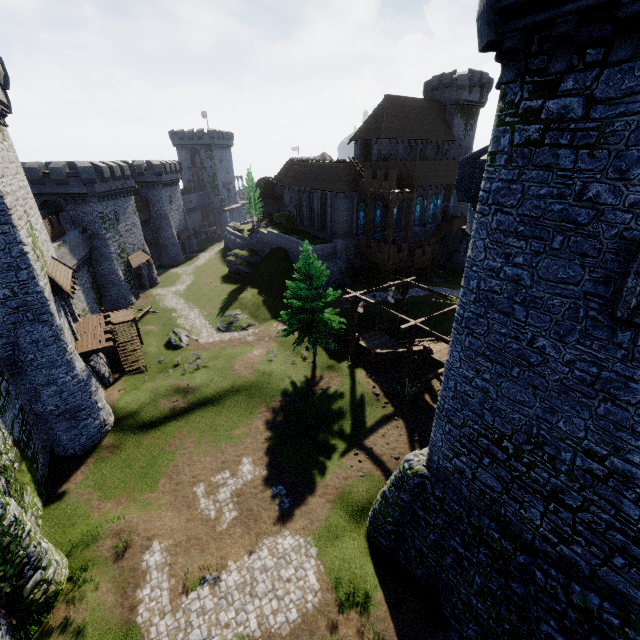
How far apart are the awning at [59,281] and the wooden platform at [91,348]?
3.1m

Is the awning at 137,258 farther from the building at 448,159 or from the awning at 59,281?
the building at 448,159

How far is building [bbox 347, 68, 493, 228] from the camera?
44.1 meters

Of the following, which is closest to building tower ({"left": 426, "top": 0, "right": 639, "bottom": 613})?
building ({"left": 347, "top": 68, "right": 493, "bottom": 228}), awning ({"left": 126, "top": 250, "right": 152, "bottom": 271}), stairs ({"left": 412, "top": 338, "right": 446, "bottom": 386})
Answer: stairs ({"left": 412, "top": 338, "right": 446, "bottom": 386})

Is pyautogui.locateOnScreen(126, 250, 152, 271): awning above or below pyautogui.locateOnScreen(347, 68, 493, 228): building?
below

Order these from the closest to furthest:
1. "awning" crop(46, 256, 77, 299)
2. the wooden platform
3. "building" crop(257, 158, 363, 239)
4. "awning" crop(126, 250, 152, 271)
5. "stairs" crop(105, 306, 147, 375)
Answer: "awning" crop(46, 256, 77, 299), the wooden platform, "stairs" crop(105, 306, 147, 375), "building" crop(257, 158, 363, 239), "awning" crop(126, 250, 152, 271)

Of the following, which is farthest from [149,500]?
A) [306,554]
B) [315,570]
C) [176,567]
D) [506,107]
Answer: [506,107]

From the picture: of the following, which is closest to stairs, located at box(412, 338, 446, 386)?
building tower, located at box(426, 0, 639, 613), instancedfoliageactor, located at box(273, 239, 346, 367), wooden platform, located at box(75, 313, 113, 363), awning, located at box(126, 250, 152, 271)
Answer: instancedfoliageactor, located at box(273, 239, 346, 367)
